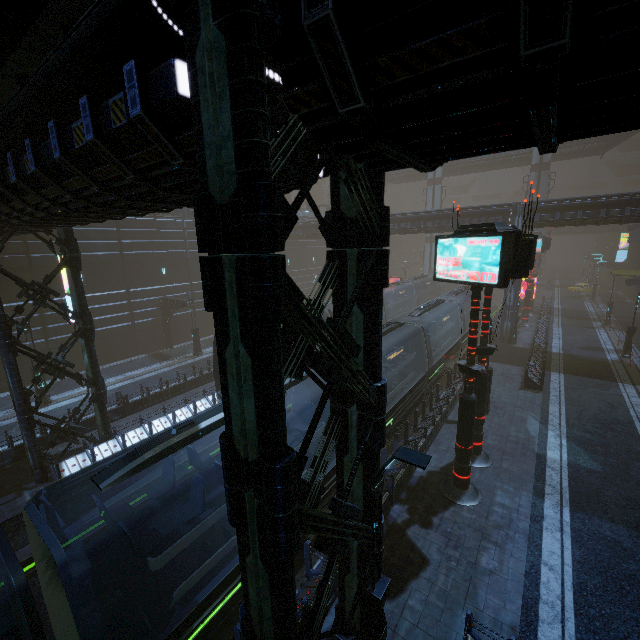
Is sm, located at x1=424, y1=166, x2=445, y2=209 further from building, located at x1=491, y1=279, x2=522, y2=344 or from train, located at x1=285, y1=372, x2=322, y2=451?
train, located at x1=285, y1=372, x2=322, y2=451

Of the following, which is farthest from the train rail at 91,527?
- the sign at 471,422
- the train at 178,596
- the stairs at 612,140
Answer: the stairs at 612,140

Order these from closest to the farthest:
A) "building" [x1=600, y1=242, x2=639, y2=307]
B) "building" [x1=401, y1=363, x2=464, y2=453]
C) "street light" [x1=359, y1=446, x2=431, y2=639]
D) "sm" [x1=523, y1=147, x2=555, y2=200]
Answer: "street light" [x1=359, y1=446, x2=431, y2=639]
"building" [x1=401, y1=363, x2=464, y2=453]
"building" [x1=600, y1=242, x2=639, y2=307]
"sm" [x1=523, y1=147, x2=555, y2=200]

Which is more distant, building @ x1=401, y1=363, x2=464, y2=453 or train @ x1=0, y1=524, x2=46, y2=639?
building @ x1=401, y1=363, x2=464, y2=453

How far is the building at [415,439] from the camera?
14.1 meters

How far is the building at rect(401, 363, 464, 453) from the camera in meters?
14.1 m

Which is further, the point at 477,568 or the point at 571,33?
the point at 477,568
